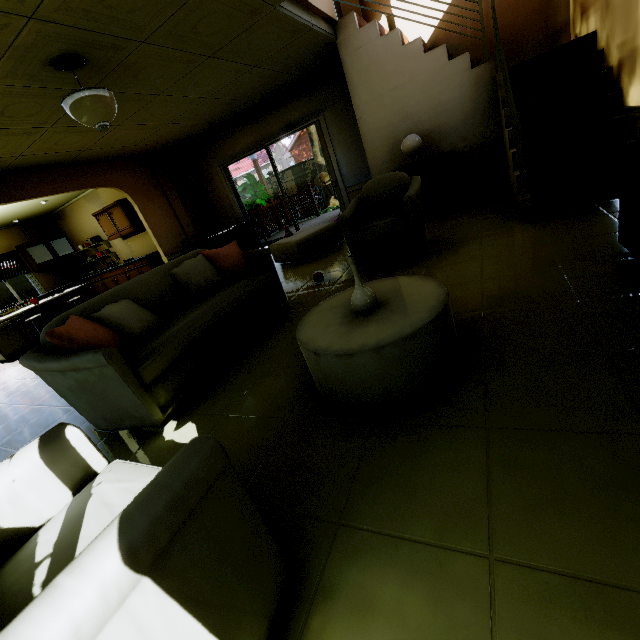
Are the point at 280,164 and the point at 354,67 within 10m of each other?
no

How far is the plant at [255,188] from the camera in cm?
992

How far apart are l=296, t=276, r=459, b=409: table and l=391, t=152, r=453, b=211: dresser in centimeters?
324cm

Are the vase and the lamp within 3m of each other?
no

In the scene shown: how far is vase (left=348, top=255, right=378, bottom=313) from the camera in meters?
1.8

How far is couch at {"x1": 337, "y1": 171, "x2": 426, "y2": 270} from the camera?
3.2m

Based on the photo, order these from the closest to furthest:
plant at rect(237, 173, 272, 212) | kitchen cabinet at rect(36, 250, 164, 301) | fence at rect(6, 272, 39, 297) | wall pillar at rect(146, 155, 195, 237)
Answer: wall pillar at rect(146, 155, 195, 237), kitchen cabinet at rect(36, 250, 164, 301), plant at rect(237, 173, 272, 212), fence at rect(6, 272, 39, 297)

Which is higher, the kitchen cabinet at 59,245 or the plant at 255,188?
the kitchen cabinet at 59,245
